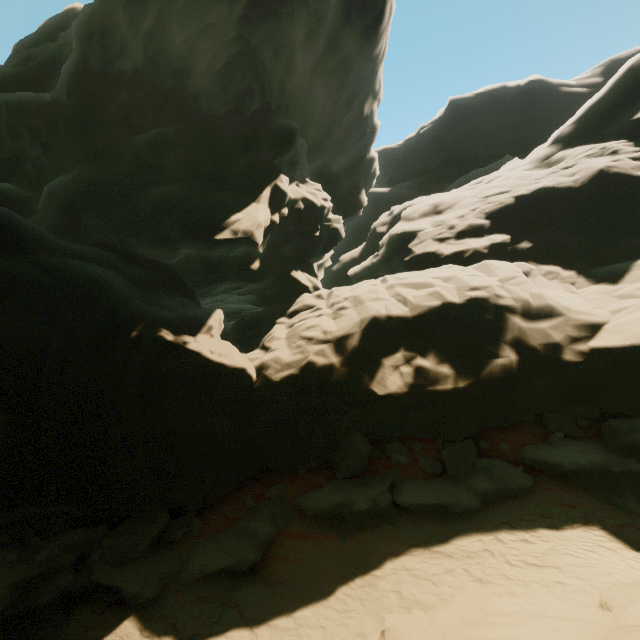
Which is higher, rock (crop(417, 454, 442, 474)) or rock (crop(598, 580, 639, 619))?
rock (crop(417, 454, 442, 474))

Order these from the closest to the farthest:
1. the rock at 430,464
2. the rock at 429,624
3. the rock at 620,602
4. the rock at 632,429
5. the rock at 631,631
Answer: the rock at 631,631 → the rock at 620,602 → the rock at 429,624 → the rock at 632,429 → the rock at 430,464

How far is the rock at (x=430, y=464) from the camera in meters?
10.1

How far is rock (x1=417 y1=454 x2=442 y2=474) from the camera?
10.1m

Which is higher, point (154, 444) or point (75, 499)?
point (154, 444)

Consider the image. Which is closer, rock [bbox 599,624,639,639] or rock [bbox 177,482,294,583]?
rock [bbox 599,624,639,639]

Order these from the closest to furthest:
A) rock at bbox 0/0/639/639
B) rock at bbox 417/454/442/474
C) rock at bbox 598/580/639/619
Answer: rock at bbox 598/580/639/619
rock at bbox 0/0/639/639
rock at bbox 417/454/442/474
